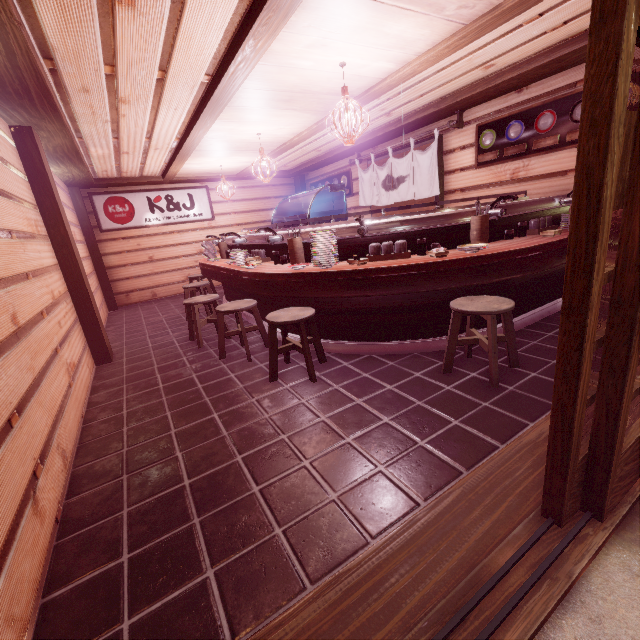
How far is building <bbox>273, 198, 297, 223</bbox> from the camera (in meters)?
18.02

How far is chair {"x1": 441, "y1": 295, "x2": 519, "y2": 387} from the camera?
4.6m

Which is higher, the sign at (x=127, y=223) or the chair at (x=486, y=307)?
the sign at (x=127, y=223)

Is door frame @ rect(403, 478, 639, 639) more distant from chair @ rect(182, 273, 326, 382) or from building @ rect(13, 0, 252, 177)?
chair @ rect(182, 273, 326, 382)

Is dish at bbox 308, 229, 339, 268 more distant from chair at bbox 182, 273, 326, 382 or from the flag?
the flag

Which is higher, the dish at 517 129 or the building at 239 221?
the dish at 517 129

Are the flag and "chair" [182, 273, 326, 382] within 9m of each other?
yes

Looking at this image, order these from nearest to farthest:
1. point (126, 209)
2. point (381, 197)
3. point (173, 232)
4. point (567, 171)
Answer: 1. point (567, 171)
2. point (381, 197)
3. point (126, 209)
4. point (173, 232)
